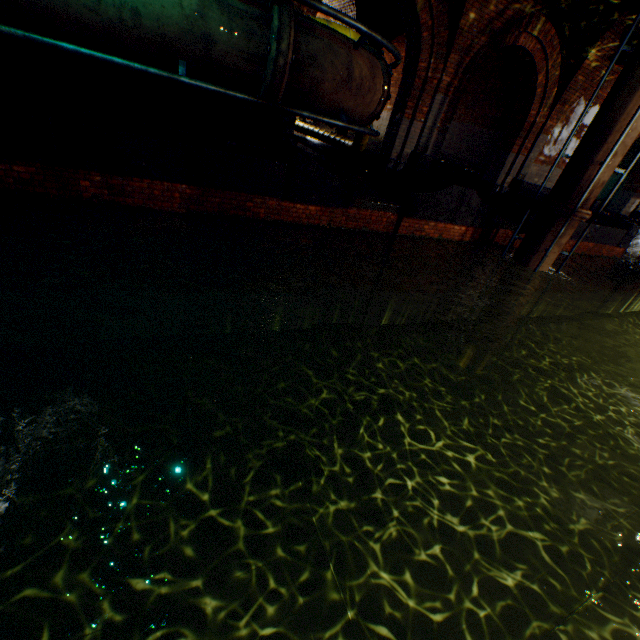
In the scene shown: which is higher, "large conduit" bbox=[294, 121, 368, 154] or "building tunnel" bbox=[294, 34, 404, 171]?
"large conduit" bbox=[294, 121, 368, 154]

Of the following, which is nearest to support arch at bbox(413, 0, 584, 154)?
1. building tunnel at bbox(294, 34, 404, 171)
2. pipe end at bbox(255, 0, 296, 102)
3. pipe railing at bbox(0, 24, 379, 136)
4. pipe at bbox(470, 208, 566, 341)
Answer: building tunnel at bbox(294, 34, 404, 171)

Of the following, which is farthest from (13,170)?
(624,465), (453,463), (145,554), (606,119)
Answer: (624,465)

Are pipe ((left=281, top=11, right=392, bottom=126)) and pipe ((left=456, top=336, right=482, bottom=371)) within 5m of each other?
no

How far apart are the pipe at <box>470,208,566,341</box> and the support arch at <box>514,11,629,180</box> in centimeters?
385cm

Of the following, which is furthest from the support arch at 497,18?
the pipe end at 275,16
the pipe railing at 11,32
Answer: the pipe end at 275,16

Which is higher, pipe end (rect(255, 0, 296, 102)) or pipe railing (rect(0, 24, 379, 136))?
pipe end (rect(255, 0, 296, 102))

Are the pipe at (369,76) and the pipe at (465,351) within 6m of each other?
no
